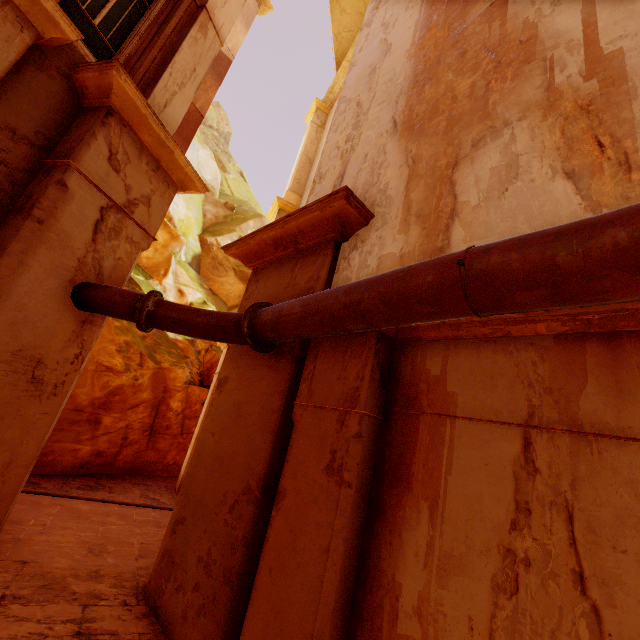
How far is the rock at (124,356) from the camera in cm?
975

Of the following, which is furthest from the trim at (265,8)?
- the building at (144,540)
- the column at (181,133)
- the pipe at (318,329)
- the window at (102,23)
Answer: the building at (144,540)

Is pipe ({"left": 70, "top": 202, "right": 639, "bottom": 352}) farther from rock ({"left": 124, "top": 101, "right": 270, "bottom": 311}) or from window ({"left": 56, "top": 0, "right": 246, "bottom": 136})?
rock ({"left": 124, "top": 101, "right": 270, "bottom": 311})

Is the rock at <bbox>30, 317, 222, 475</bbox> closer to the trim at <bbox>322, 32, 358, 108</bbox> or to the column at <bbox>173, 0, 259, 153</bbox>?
the column at <bbox>173, 0, 259, 153</bbox>

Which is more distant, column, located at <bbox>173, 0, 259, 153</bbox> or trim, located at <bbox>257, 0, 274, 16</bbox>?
trim, located at <bbox>257, 0, 274, 16</bbox>

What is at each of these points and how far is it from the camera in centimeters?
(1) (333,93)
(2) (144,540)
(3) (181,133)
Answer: (1) trim, 1697cm
(2) building, 654cm
(3) column, 1208cm

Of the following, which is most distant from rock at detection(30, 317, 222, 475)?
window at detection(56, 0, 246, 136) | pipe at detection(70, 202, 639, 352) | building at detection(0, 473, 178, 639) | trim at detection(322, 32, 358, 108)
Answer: trim at detection(322, 32, 358, 108)

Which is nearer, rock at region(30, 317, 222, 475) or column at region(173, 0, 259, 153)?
rock at region(30, 317, 222, 475)
